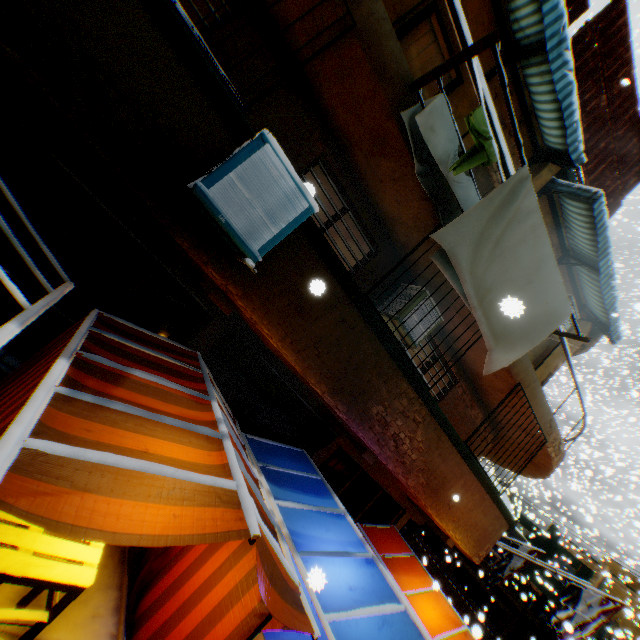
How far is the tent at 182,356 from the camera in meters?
A: 3.8 m

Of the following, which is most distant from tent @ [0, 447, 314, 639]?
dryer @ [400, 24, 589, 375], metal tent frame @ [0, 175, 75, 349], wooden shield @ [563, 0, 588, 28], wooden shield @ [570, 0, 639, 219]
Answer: wooden shield @ [563, 0, 588, 28]

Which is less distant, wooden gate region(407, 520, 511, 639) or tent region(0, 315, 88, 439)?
tent region(0, 315, 88, 439)

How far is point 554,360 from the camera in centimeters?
954cm

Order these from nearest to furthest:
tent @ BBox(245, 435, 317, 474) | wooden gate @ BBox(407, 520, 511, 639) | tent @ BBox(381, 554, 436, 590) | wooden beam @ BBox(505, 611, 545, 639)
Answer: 1. tent @ BBox(245, 435, 317, 474)
2. tent @ BBox(381, 554, 436, 590)
3. wooden beam @ BBox(505, 611, 545, 639)
4. wooden gate @ BBox(407, 520, 511, 639)

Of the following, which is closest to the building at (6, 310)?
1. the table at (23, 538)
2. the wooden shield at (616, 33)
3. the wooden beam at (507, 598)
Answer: the wooden beam at (507, 598)

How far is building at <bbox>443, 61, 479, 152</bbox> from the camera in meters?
5.7

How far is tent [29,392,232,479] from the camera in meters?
2.0 m
